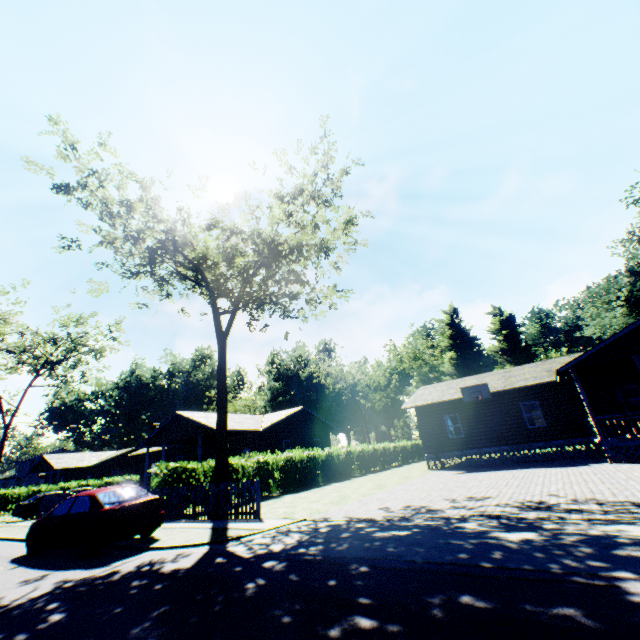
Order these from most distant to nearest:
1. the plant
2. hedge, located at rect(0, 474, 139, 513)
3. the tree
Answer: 1. hedge, located at rect(0, 474, 139, 513)
2. the plant
3. the tree

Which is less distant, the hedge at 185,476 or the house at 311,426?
the hedge at 185,476

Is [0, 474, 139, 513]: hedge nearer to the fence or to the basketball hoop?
the fence

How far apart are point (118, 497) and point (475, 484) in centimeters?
1322cm

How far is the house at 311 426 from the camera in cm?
2802

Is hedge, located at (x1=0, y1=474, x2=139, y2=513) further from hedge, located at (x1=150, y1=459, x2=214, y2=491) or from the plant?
hedge, located at (x1=150, y1=459, x2=214, y2=491)

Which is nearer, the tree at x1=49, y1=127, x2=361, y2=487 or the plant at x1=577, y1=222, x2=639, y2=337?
the tree at x1=49, y1=127, x2=361, y2=487

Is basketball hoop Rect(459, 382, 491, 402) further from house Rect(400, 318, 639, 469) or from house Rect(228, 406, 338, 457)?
house Rect(228, 406, 338, 457)
